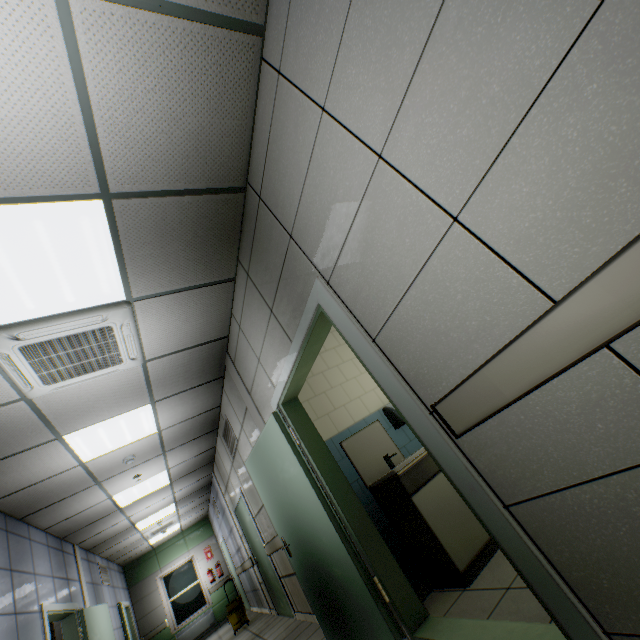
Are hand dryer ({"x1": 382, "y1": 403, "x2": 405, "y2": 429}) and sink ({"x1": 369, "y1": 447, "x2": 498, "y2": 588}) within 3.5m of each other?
yes

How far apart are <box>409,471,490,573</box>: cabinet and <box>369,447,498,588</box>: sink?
0.0m

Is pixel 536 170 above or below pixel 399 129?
below

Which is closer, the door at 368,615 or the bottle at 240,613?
the door at 368,615

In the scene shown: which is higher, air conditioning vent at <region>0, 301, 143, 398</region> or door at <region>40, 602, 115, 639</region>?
air conditioning vent at <region>0, 301, 143, 398</region>

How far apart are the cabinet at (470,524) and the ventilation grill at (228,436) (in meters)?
3.29

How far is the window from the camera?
10.83m

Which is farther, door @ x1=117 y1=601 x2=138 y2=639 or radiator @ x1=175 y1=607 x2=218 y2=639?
radiator @ x1=175 y1=607 x2=218 y2=639
